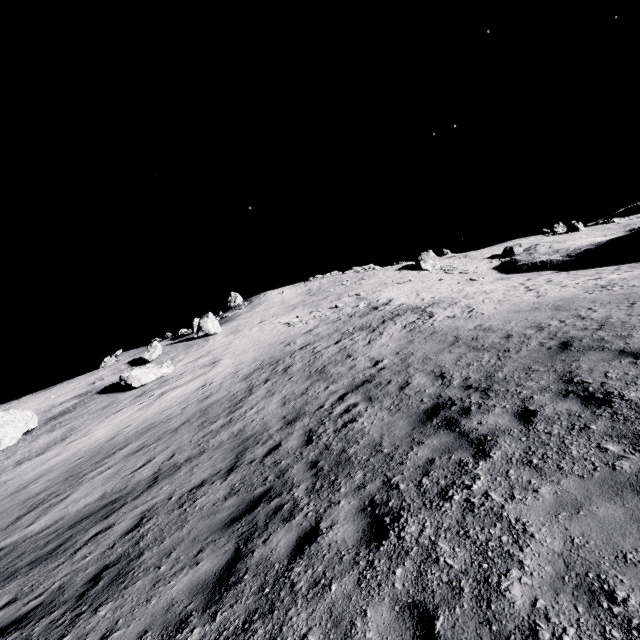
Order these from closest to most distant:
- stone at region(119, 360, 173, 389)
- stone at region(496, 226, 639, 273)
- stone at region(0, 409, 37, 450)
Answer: stone at region(0, 409, 37, 450)
stone at region(119, 360, 173, 389)
stone at region(496, 226, 639, 273)

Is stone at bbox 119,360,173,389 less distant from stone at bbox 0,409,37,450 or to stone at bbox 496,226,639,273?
stone at bbox 0,409,37,450

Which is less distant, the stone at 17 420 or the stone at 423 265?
the stone at 17 420

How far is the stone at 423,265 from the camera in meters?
45.0 m

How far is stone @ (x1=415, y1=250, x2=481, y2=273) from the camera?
44.97m

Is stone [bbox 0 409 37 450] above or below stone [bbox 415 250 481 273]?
below

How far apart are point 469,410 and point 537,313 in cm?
824
